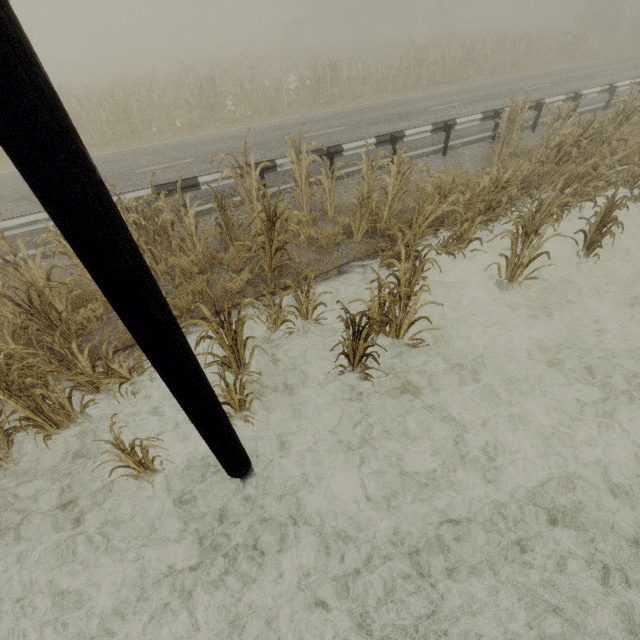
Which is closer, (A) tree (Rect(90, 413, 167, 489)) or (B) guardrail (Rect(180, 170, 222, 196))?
(A) tree (Rect(90, 413, 167, 489))

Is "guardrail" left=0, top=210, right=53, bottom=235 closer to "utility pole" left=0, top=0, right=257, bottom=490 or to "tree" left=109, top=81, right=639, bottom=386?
"tree" left=109, top=81, right=639, bottom=386

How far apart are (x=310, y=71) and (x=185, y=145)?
8.92m

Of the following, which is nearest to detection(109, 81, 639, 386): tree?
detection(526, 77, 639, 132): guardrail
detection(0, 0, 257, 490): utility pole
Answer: detection(0, 0, 257, 490): utility pole

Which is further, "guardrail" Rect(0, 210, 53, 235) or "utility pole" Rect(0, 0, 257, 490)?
"guardrail" Rect(0, 210, 53, 235)

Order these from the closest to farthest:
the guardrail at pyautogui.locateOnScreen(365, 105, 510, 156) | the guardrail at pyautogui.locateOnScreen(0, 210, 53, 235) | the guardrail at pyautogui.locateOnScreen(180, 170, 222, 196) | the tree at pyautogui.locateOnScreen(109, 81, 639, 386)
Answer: the tree at pyautogui.locateOnScreen(109, 81, 639, 386)
the guardrail at pyautogui.locateOnScreen(0, 210, 53, 235)
the guardrail at pyautogui.locateOnScreen(180, 170, 222, 196)
the guardrail at pyautogui.locateOnScreen(365, 105, 510, 156)

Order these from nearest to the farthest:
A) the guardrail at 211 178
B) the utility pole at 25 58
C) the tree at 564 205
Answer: the utility pole at 25 58
the tree at 564 205
the guardrail at 211 178

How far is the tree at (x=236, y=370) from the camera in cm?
386
